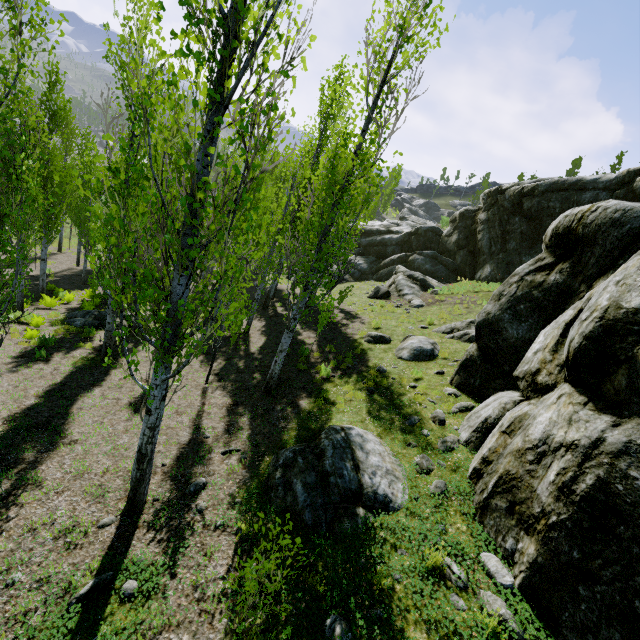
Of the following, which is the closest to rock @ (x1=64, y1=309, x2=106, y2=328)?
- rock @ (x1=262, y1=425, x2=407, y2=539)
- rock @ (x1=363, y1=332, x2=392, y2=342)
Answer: rock @ (x1=363, y1=332, x2=392, y2=342)

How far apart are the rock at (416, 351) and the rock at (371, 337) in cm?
37

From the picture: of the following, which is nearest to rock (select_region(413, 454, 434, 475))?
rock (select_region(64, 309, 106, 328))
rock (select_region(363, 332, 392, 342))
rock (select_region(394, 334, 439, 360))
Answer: rock (select_region(394, 334, 439, 360))

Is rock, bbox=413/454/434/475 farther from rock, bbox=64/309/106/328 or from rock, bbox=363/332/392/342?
rock, bbox=64/309/106/328

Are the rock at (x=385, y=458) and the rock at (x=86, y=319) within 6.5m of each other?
no

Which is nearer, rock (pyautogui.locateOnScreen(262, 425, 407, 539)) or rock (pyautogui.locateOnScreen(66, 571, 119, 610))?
rock (pyautogui.locateOnScreen(66, 571, 119, 610))

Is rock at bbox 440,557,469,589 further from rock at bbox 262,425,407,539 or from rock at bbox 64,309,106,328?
rock at bbox 64,309,106,328

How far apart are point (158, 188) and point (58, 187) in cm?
1582
